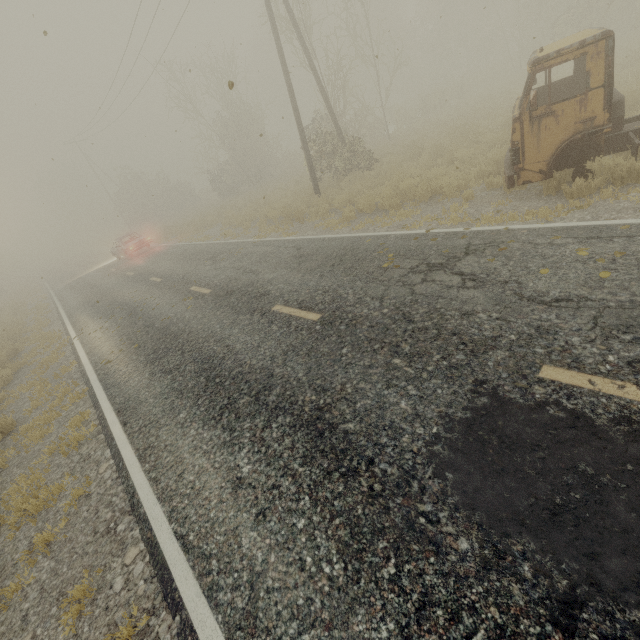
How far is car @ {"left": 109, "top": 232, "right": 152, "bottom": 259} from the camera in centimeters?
2172cm

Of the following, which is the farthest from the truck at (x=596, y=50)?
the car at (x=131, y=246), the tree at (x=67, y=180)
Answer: the tree at (x=67, y=180)

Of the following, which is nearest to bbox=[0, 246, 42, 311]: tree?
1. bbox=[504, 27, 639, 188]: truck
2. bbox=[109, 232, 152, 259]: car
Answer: bbox=[109, 232, 152, 259]: car

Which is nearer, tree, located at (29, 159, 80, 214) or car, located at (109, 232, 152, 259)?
car, located at (109, 232, 152, 259)

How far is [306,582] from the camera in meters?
2.6 m

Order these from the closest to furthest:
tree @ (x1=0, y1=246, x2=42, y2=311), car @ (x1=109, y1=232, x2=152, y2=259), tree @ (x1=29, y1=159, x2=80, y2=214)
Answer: car @ (x1=109, y1=232, x2=152, y2=259)
tree @ (x1=0, y1=246, x2=42, y2=311)
tree @ (x1=29, y1=159, x2=80, y2=214)

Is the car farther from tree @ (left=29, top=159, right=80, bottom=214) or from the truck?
the truck
